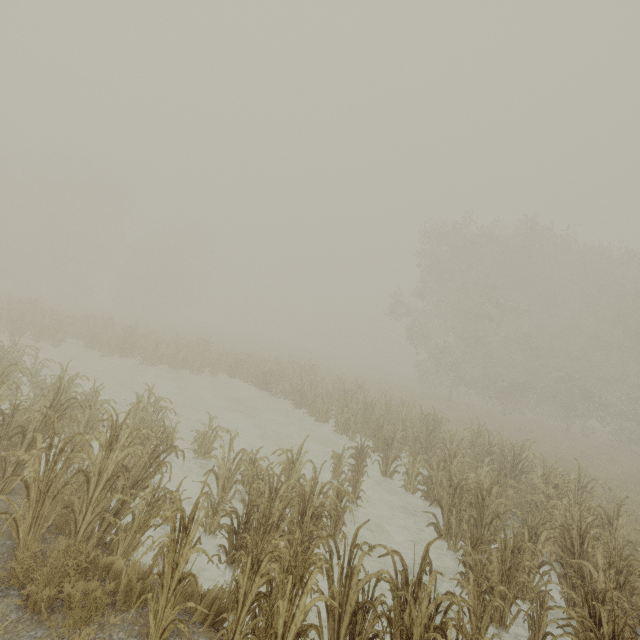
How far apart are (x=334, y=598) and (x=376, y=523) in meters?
4.3 m
